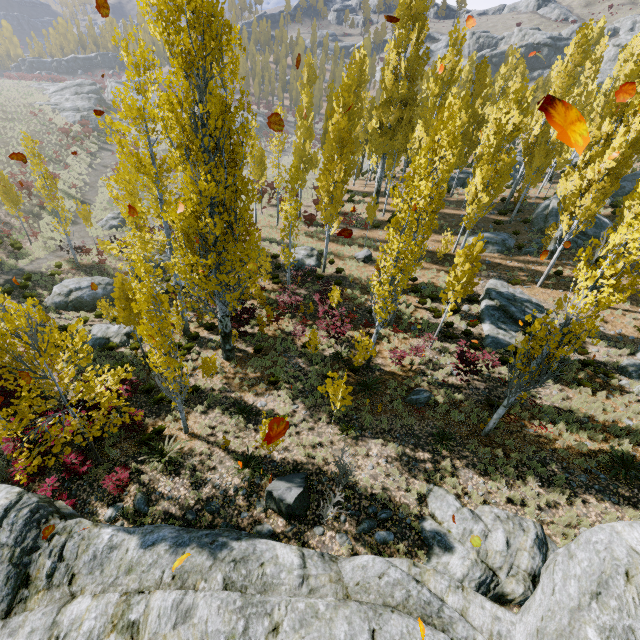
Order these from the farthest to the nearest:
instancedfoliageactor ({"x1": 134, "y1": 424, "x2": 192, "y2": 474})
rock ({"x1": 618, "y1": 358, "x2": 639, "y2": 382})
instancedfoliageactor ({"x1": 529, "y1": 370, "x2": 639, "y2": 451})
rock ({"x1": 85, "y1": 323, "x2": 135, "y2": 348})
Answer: rock ({"x1": 85, "y1": 323, "x2": 135, "y2": 348}), rock ({"x1": 618, "y1": 358, "x2": 639, "y2": 382}), instancedfoliageactor ({"x1": 529, "y1": 370, "x2": 639, "y2": 451}), instancedfoliageactor ({"x1": 134, "y1": 424, "x2": 192, "y2": 474})

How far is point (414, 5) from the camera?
22.0 meters

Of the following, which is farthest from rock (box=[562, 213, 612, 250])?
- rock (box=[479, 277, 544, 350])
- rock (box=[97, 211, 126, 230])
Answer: rock (box=[97, 211, 126, 230])

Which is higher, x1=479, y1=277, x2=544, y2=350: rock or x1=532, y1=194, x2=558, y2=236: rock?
x1=532, y1=194, x2=558, y2=236: rock

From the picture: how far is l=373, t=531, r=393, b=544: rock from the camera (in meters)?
9.20

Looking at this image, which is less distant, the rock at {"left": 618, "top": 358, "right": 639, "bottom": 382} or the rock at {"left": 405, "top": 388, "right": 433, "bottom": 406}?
the rock at {"left": 405, "top": 388, "right": 433, "bottom": 406}

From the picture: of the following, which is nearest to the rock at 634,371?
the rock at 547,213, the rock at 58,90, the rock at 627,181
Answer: the rock at 627,181

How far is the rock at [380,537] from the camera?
9.20m
